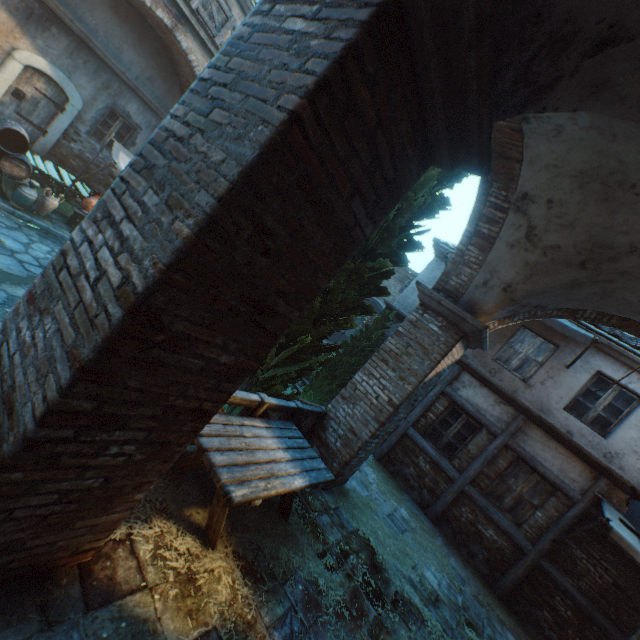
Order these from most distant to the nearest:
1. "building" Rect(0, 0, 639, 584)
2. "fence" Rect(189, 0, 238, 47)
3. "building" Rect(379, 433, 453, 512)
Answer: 1. "fence" Rect(189, 0, 238, 47)
2. "building" Rect(379, 433, 453, 512)
3. "building" Rect(0, 0, 639, 584)

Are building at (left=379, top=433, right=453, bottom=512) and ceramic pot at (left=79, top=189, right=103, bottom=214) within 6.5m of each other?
no

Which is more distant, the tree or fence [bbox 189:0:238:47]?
fence [bbox 189:0:238:47]

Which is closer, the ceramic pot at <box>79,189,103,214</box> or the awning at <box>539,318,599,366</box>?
the awning at <box>539,318,599,366</box>

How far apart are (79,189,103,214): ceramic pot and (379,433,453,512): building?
11.6m

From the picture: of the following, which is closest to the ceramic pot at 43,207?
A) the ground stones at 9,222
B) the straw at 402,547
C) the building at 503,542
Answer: the ground stones at 9,222

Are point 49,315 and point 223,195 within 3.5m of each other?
yes

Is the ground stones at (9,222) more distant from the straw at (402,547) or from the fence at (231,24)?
the fence at (231,24)
